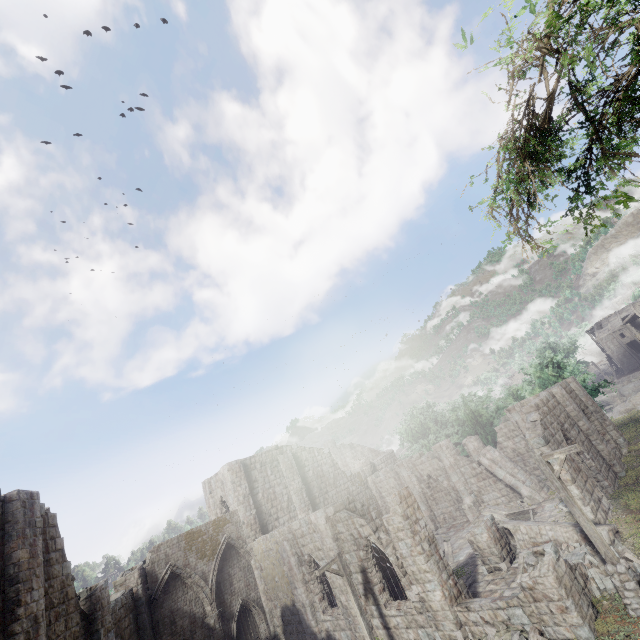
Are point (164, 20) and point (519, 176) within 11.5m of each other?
no

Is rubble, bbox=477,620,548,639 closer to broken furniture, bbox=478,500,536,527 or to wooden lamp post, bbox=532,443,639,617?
wooden lamp post, bbox=532,443,639,617

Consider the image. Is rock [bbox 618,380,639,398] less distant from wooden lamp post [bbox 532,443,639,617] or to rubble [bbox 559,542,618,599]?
rubble [bbox 559,542,618,599]

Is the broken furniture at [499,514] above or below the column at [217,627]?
below

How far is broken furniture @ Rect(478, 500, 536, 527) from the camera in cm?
2061

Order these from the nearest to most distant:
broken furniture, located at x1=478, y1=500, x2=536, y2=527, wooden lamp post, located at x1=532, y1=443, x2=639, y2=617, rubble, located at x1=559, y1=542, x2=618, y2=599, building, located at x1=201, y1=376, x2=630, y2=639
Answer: wooden lamp post, located at x1=532, y1=443, x2=639, y2=617
rubble, located at x1=559, y1=542, x2=618, y2=599
building, located at x1=201, y1=376, x2=630, y2=639
broken furniture, located at x1=478, y1=500, x2=536, y2=527

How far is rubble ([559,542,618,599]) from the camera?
11.3m

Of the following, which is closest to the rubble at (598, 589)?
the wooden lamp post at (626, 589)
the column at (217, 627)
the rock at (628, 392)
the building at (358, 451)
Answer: the building at (358, 451)
